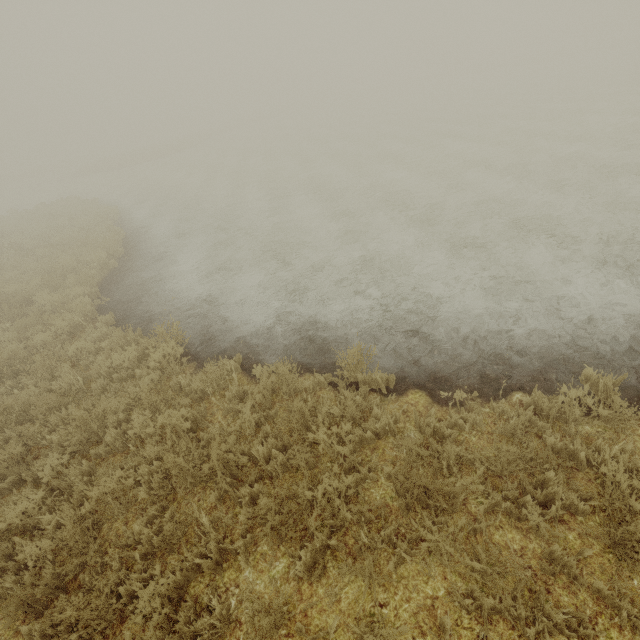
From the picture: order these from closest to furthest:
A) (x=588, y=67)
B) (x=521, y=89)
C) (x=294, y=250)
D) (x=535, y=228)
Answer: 1. (x=535, y=228)
2. (x=294, y=250)
3. (x=521, y=89)
4. (x=588, y=67)
